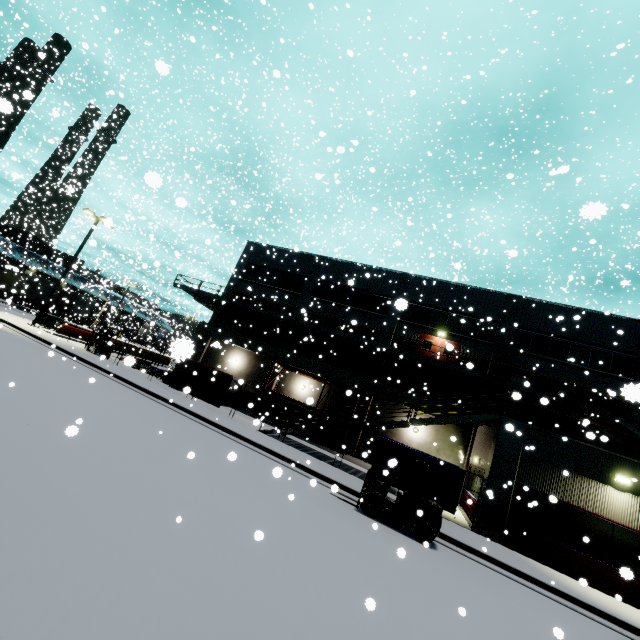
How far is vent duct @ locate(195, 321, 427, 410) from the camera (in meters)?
22.45

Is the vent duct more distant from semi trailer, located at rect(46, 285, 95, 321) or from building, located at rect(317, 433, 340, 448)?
semi trailer, located at rect(46, 285, 95, 321)

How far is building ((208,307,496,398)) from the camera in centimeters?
2295cm

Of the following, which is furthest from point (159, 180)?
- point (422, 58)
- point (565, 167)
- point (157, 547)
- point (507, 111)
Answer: point (422, 58)

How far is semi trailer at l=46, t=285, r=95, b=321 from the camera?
41.2 meters

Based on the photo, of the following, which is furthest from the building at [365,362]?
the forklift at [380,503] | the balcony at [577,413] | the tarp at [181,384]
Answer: the forklift at [380,503]

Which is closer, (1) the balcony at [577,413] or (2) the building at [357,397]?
(1) the balcony at [577,413]

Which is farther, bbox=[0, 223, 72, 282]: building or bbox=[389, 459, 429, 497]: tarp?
bbox=[0, 223, 72, 282]: building
